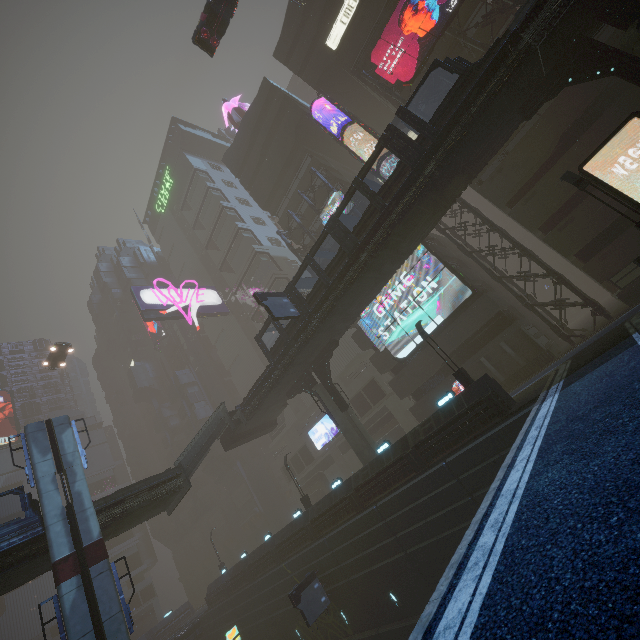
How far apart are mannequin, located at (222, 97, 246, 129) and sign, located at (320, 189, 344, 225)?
22.4m

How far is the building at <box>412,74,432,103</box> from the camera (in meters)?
27.41

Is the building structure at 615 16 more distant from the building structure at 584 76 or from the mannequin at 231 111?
the mannequin at 231 111

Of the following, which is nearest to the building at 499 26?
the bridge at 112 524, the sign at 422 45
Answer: the sign at 422 45

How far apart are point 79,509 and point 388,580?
18.7m

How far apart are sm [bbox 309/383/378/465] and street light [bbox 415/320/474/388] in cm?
938

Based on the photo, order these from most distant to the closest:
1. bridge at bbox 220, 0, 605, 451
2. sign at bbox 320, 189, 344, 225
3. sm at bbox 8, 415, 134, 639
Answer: sign at bbox 320, 189, 344, 225, sm at bbox 8, 415, 134, 639, bridge at bbox 220, 0, 605, 451

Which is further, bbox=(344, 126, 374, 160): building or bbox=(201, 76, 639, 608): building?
bbox=(344, 126, 374, 160): building
